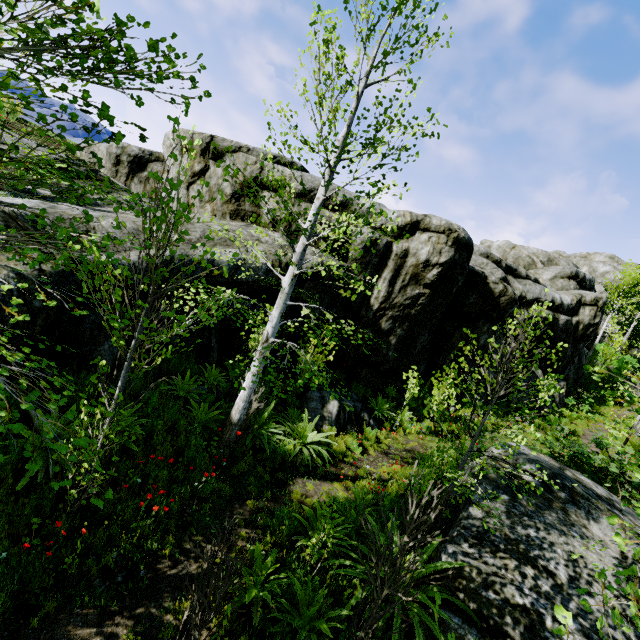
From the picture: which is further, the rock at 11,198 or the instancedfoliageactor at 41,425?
the rock at 11,198

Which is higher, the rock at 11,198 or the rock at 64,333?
the rock at 11,198

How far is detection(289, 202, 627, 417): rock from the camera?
11.9m

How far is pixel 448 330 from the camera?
14.8m
